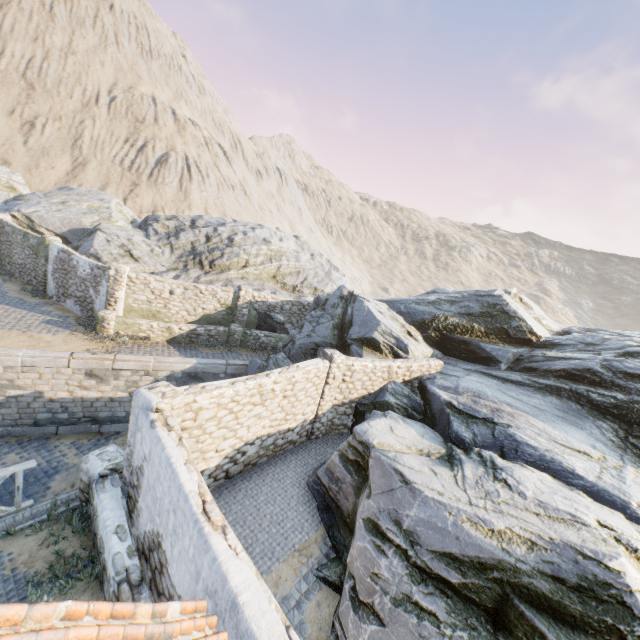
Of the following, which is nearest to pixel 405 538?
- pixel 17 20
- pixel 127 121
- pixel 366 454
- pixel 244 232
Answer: pixel 366 454

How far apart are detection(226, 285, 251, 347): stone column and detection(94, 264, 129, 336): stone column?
5.0 meters

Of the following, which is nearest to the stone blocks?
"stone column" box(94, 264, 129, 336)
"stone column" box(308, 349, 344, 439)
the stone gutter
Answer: the stone gutter

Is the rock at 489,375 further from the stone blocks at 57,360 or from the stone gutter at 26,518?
the stone gutter at 26,518

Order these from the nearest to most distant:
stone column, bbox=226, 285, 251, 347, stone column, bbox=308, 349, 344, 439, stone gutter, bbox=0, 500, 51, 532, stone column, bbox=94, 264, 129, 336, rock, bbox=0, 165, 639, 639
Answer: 1. rock, bbox=0, 165, 639, 639
2. stone gutter, bbox=0, 500, 51, 532
3. stone column, bbox=308, 349, 344, 439
4. stone column, bbox=94, 264, 129, 336
5. stone column, bbox=226, 285, 251, 347

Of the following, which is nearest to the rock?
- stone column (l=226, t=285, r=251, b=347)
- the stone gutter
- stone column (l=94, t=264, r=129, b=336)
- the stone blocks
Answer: the stone blocks

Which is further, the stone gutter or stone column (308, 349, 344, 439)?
stone column (308, 349, 344, 439)

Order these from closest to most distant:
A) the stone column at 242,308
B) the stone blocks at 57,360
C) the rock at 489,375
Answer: the rock at 489,375
the stone blocks at 57,360
the stone column at 242,308
